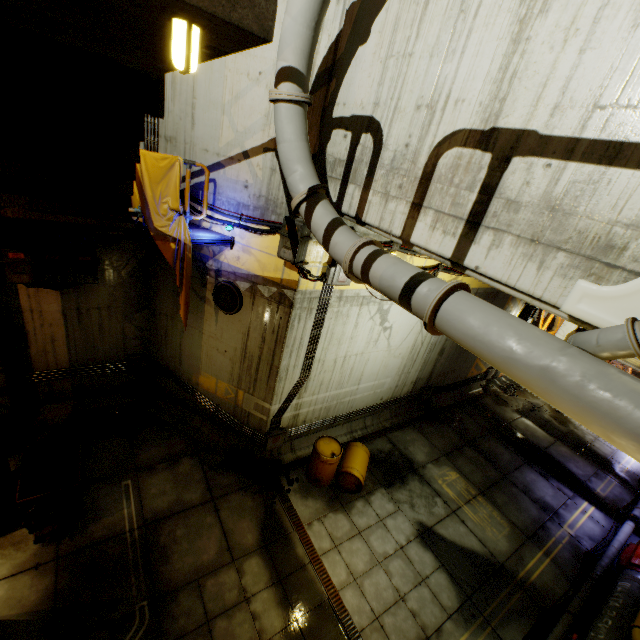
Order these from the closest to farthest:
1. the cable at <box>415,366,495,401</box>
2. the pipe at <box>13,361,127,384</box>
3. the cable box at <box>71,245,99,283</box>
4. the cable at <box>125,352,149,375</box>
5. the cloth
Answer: Result: the cloth < the cable box at <box>71,245,99,283</box> < the pipe at <box>13,361,127,384</box> < the cable at <box>125,352,149,375</box> < the cable at <box>415,366,495,401</box>

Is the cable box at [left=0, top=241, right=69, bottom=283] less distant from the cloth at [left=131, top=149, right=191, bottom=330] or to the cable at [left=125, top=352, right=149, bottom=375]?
the cloth at [left=131, top=149, right=191, bottom=330]

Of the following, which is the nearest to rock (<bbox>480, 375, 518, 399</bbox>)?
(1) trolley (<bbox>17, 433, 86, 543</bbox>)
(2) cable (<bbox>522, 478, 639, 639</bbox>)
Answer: (2) cable (<bbox>522, 478, 639, 639</bbox>)

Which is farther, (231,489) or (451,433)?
(451,433)

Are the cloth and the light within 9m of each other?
yes

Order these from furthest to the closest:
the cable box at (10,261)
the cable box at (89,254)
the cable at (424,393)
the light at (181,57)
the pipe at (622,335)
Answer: the cable at (424,393), the cable box at (89,254), the cable box at (10,261), the pipe at (622,335), the light at (181,57)

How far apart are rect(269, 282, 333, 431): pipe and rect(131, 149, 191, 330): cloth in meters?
2.8 m

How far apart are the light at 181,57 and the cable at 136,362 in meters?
9.8
